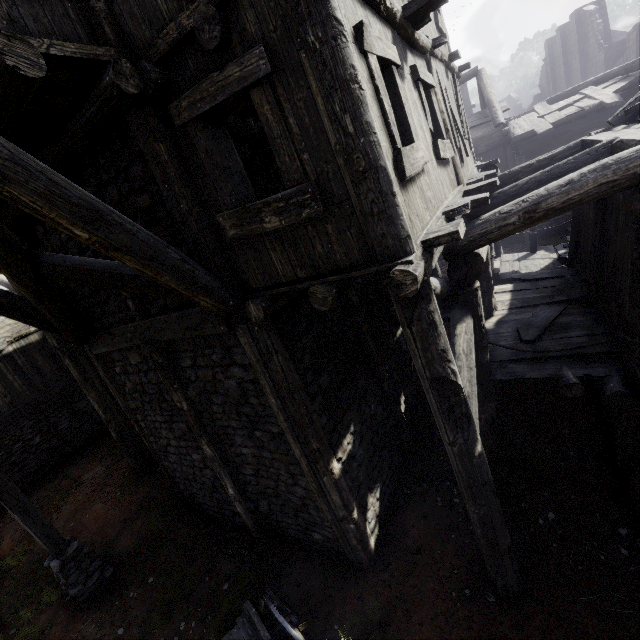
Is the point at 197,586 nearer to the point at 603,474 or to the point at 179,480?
the point at 179,480

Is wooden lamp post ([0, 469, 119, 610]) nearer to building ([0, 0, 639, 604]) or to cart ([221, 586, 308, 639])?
building ([0, 0, 639, 604])

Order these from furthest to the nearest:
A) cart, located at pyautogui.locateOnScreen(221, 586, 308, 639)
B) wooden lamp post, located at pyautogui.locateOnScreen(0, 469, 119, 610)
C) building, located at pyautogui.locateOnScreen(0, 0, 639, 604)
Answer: wooden lamp post, located at pyautogui.locateOnScreen(0, 469, 119, 610) → cart, located at pyautogui.locateOnScreen(221, 586, 308, 639) → building, located at pyautogui.locateOnScreen(0, 0, 639, 604)

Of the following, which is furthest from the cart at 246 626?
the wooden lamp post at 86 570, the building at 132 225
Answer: the wooden lamp post at 86 570

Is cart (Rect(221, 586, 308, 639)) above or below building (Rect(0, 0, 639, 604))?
below

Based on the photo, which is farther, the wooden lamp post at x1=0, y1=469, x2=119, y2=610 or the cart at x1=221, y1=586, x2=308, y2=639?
the wooden lamp post at x1=0, y1=469, x2=119, y2=610

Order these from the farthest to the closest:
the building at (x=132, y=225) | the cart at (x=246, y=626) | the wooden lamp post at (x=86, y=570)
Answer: the wooden lamp post at (x=86, y=570)
the cart at (x=246, y=626)
the building at (x=132, y=225)

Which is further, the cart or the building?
the cart
